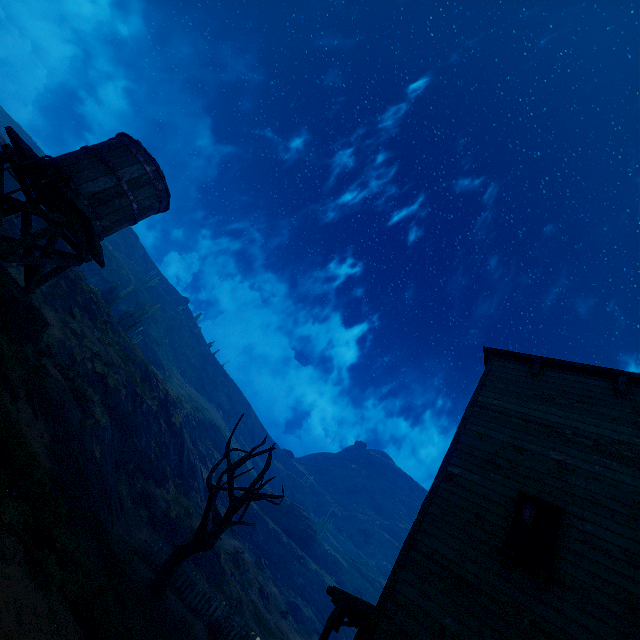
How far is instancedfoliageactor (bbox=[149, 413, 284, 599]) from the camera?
11.42m

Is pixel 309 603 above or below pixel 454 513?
below

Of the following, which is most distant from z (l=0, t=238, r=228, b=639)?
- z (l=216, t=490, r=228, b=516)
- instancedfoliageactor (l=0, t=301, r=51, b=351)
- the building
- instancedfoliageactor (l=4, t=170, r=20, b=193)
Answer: instancedfoliageactor (l=4, t=170, r=20, b=193)

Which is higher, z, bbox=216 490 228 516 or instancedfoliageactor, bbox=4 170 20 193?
instancedfoliageactor, bbox=4 170 20 193

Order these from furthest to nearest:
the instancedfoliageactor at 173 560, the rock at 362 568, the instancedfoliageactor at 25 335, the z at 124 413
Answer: the rock at 362 568
the instancedfoliageactor at 173 560
the instancedfoliageactor at 25 335
the z at 124 413

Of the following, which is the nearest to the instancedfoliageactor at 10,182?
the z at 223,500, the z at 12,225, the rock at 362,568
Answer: the z at 12,225

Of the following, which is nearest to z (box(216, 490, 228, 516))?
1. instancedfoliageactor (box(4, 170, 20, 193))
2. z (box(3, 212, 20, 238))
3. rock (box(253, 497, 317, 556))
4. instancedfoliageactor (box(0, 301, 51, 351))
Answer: rock (box(253, 497, 317, 556))

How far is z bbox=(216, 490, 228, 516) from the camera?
37.70m
